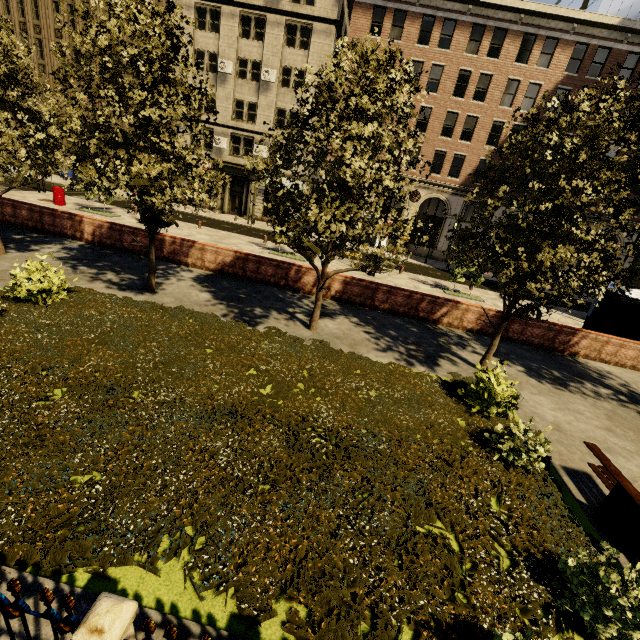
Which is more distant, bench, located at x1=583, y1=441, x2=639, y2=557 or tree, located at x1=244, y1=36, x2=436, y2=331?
tree, located at x1=244, y1=36, x2=436, y2=331

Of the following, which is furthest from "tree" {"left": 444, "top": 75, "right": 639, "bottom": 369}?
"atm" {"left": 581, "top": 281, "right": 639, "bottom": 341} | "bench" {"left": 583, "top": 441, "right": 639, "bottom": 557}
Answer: "atm" {"left": 581, "top": 281, "right": 639, "bottom": 341}

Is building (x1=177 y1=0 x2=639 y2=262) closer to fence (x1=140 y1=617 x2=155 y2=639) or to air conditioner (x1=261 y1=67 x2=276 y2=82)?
air conditioner (x1=261 y1=67 x2=276 y2=82)

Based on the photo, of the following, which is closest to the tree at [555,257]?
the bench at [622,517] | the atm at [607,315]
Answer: the bench at [622,517]

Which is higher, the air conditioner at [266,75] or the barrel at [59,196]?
the air conditioner at [266,75]

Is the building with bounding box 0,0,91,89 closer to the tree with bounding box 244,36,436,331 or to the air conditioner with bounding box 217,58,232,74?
the air conditioner with bounding box 217,58,232,74

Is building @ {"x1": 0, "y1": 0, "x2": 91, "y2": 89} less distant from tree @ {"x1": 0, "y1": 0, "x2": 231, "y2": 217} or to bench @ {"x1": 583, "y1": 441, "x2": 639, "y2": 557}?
tree @ {"x1": 0, "y1": 0, "x2": 231, "y2": 217}

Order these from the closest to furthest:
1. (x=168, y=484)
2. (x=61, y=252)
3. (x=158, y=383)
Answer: (x=168, y=484)
(x=158, y=383)
(x=61, y=252)
